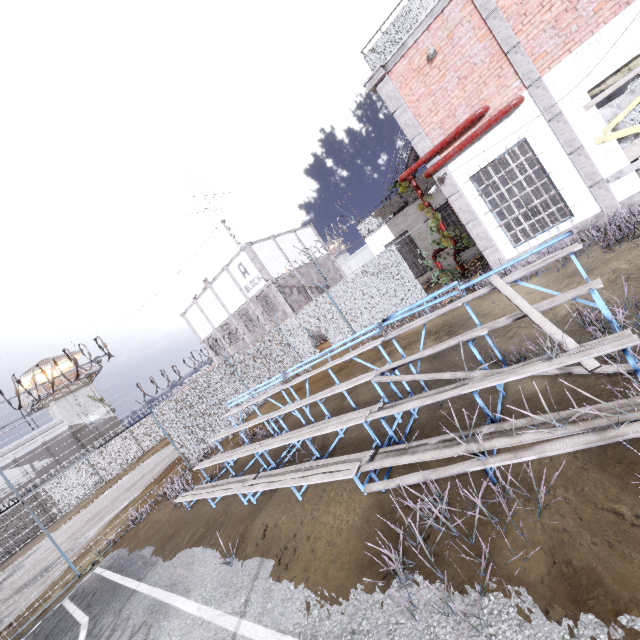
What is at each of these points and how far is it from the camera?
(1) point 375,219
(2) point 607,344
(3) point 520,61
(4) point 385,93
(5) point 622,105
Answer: (1) metal railing, 17.7 meters
(2) bleachers, 3.0 meters
(3) trim, 8.0 meters
(4) trim, 9.8 meters
(5) wood board, 7.6 meters

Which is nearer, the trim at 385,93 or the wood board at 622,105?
the wood board at 622,105

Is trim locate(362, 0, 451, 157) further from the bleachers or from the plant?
the bleachers

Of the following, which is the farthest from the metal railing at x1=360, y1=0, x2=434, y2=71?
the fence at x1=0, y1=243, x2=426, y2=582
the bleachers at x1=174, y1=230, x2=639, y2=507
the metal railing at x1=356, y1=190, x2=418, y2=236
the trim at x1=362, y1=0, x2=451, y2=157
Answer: the bleachers at x1=174, y1=230, x2=639, y2=507

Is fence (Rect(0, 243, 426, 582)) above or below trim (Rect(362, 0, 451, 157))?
below

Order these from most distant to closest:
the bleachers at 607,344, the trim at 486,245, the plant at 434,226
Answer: the plant at 434,226 → the trim at 486,245 → the bleachers at 607,344

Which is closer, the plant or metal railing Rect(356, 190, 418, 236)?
the plant

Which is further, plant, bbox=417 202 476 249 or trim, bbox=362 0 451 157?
plant, bbox=417 202 476 249
